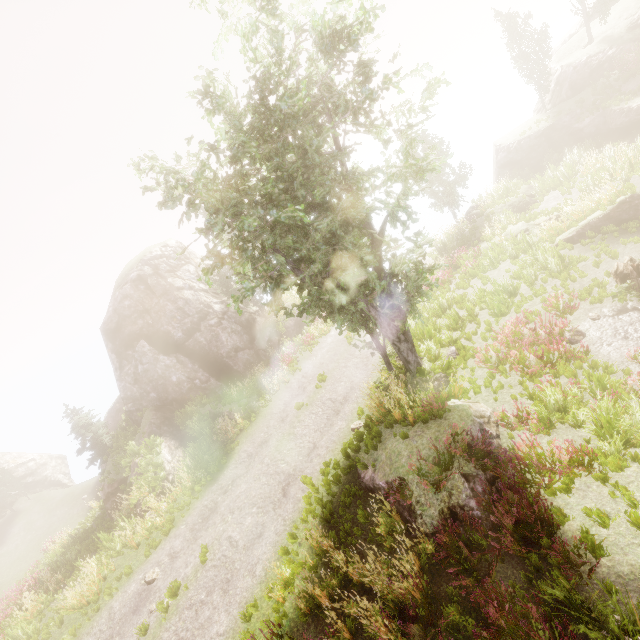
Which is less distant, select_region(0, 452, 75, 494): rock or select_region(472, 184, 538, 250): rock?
select_region(472, 184, 538, 250): rock

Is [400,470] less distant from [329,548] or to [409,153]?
[329,548]

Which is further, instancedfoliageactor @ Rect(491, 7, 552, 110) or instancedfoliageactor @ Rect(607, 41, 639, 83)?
instancedfoliageactor @ Rect(491, 7, 552, 110)

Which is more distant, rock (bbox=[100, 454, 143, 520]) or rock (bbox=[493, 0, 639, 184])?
rock (bbox=[493, 0, 639, 184])

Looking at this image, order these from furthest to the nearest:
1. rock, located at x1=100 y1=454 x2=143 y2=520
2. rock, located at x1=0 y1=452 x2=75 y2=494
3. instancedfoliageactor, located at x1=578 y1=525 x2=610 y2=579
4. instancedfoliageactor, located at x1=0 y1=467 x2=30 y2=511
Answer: rock, located at x1=0 y1=452 x2=75 y2=494
instancedfoliageactor, located at x1=0 y1=467 x2=30 y2=511
rock, located at x1=100 y1=454 x2=143 y2=520
instancedfoliageactor, located at x1=578 y1=525 x2=610 y2=579

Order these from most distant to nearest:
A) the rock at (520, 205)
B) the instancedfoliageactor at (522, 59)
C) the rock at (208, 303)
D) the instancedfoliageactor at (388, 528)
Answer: the instancedfoliageactor at (522, 59) < the rock at (208, 303) < the rock at (520, 205) < the instancedfoliageactor at (388, 528)

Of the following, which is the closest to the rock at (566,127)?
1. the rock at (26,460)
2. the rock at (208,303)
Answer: the rock at (208,303)

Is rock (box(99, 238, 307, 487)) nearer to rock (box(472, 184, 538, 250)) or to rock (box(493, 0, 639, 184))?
rock (box(472, 184, 538, 250))
